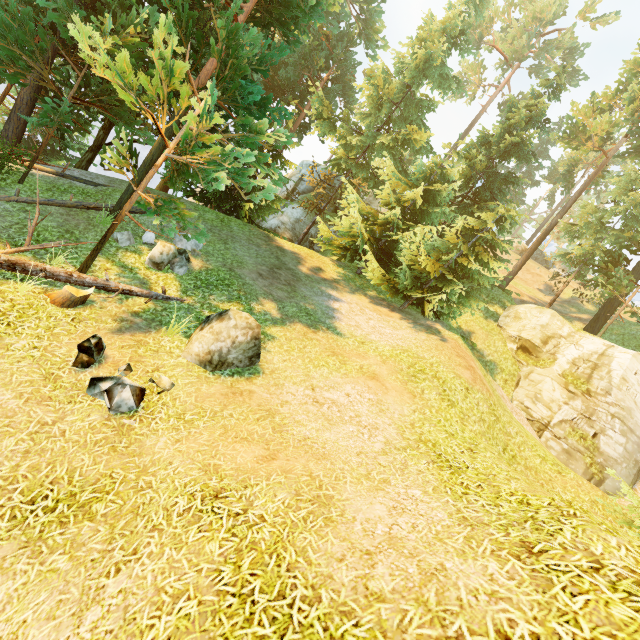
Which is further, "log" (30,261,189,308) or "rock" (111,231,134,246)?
"rock" (111,231,134,246)

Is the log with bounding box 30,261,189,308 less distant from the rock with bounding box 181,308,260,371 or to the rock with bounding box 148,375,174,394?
the rock with bounding box 181,308,260,371

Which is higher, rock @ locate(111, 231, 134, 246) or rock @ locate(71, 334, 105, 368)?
rock @ locate(111, 231, 134, 246)

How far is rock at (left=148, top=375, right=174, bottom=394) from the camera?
6.58m

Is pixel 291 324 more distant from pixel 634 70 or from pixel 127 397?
pixel 634 70

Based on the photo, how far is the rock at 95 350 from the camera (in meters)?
6.36

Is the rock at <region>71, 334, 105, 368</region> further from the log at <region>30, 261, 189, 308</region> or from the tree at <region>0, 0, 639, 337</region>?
the tree at <region>0, 0, 639, 337</region>

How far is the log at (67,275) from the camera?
7.7m
